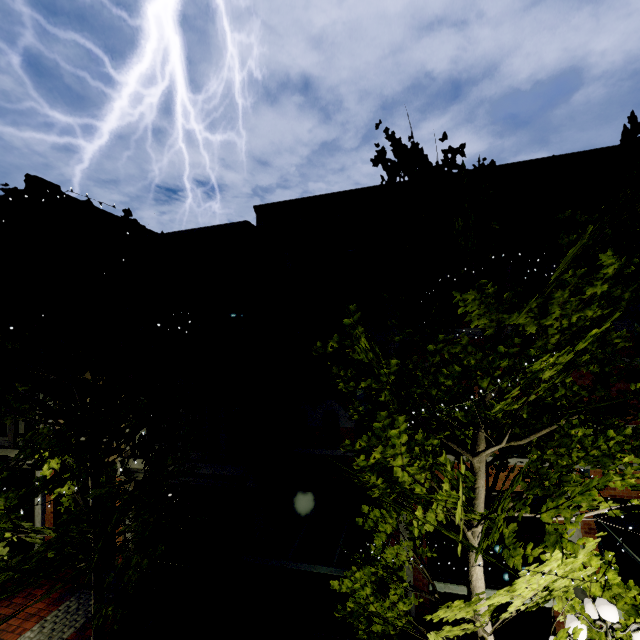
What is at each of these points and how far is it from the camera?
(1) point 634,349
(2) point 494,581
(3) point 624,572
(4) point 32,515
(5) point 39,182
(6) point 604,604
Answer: (1) building, 7.78m
(2) building, 8.48m
(3) building, 7.72m
(4) building, 12.40m
(5) building, 12.79m
(6) light, 4.37m

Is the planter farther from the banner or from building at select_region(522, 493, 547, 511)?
the banner

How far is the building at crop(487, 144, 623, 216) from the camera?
8.0 meters

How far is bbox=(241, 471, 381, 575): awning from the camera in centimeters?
655cm

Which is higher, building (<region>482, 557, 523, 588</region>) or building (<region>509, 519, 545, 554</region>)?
building (<region>509, 519, 545, 554</region>)

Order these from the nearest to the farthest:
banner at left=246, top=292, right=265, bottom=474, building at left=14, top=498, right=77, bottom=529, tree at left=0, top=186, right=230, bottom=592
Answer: tree at left=0, top=186, right=230, bottom=592 → banner at left=246, top=292, right=265, bottom=474 → building at left=14, top=498, right=77, bottom=529

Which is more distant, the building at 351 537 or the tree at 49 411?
the building at 351 537

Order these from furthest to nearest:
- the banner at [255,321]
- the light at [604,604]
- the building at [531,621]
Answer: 1. the banner at [255,321]
2. the building at [531,621]
3. the light at [604,604]
